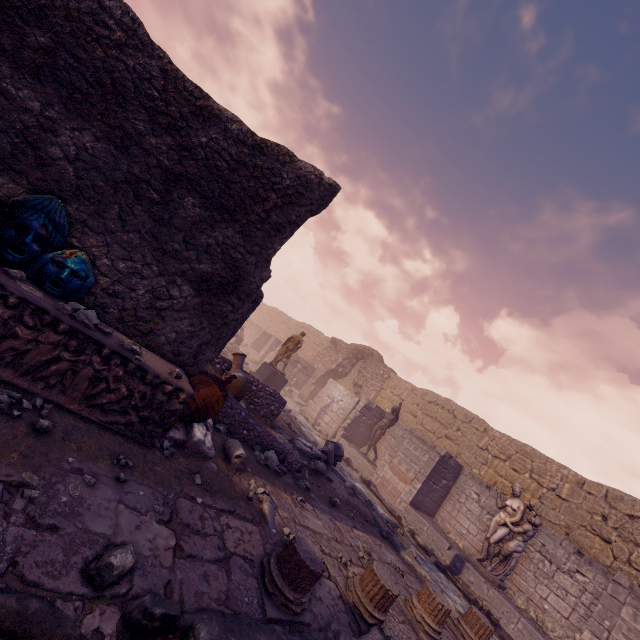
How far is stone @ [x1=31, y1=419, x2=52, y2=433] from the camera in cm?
280

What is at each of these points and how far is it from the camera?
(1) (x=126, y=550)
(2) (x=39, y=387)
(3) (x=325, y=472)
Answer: (1) rocks, 2.3 meters
(2) sarcophagus, 3.2 meters
(3) debris pile, 8.3 meters

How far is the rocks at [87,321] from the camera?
3.3m

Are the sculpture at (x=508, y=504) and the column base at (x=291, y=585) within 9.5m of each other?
yes

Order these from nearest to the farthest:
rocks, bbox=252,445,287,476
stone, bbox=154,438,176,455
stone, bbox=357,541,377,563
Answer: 1. stone, bbox=154,438,176,455
2. stone, bbox=357,541,377,563
3. rocks, bbox=252,445,287,476

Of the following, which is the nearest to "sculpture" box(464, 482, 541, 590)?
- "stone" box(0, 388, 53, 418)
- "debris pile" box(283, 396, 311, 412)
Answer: "debris pile" box(283, 396, 311, 412)

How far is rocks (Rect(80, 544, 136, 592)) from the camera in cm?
215

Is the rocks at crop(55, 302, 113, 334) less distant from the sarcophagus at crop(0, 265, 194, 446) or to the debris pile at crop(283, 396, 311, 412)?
the sarcophagus at crop(0, 265, 194, 446)
